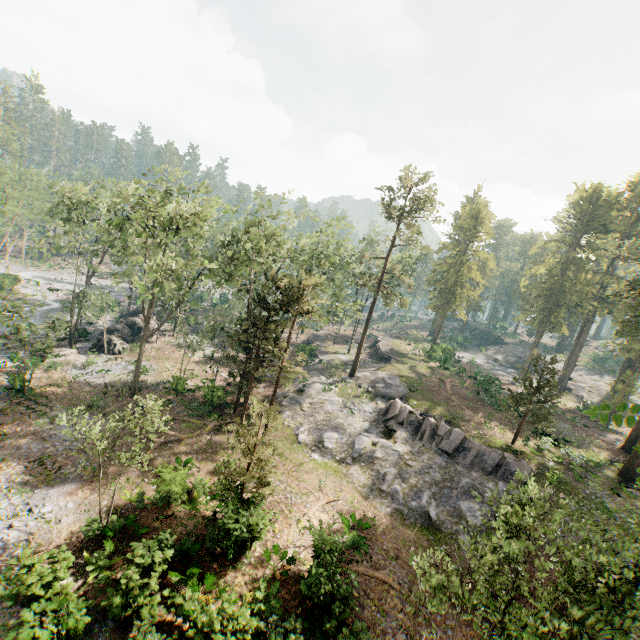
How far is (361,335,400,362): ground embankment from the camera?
46.6m

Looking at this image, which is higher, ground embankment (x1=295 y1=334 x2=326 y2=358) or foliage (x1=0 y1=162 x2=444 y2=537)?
foliage (x1=0 y1=162 x2=444 y2=537)

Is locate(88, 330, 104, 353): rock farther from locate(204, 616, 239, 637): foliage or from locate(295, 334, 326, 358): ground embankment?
locate(295, 334, 326, 358): ground embankment

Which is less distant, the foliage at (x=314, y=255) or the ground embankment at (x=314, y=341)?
the foliage at (x=314, y=255)

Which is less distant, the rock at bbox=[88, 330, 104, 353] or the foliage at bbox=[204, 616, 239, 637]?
the foliage at bbox=[204, 616, 239, 637]

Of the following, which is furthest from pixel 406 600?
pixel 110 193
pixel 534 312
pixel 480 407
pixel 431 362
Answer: pixel 534 312

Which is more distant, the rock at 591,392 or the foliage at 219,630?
the rock at 591,392

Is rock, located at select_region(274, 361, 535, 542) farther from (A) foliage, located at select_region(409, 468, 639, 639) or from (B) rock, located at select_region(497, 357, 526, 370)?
(B) rock, located at select_region(497, 357, 526, 370)
